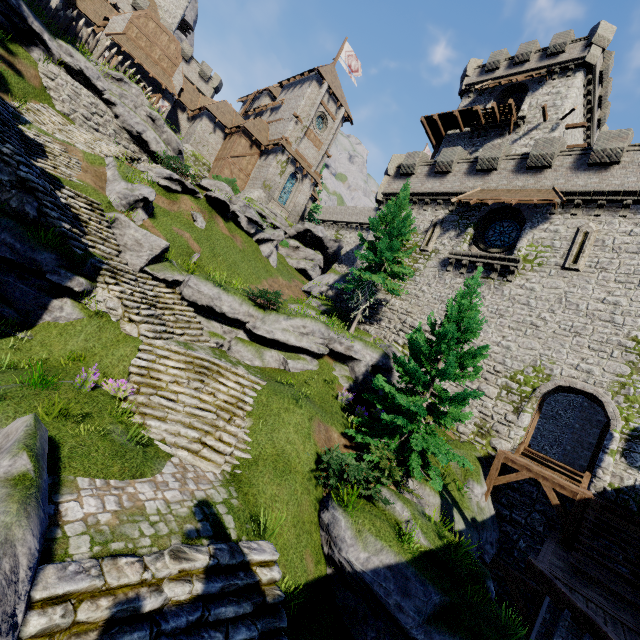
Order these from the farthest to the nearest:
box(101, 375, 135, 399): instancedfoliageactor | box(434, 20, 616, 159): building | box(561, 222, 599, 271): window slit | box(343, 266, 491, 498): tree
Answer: box(434, 20, 616, 159): building → box(561, 222, 599, 271): window slit → box(343, 266, 491, 498): tree → box(101, 375, 135, 399): instancedfoliageactor

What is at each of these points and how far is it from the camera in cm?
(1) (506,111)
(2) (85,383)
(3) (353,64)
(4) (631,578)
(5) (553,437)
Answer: (1) wooden platform, 2717
(2) instancedfoliageactor, 802
(3) flag, 4031
(4) stairs, 898
(5) building tower, 2892

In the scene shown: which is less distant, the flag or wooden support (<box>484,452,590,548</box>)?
wooden support (<box>484,452,590,548</box>)

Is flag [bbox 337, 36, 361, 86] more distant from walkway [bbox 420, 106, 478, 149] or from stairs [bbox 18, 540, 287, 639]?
stairs [bbox 18, 540, 287, 639]

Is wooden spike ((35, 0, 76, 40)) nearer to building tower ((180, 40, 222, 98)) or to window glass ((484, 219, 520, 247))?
building tower ((180, 40, 222, 98))

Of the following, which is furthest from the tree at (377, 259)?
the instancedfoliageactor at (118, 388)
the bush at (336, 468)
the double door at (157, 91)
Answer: the double door at (157, 91)

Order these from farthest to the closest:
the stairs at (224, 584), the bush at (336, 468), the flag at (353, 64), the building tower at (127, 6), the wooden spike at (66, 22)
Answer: the flag at (353, 64) → the building tower at (127, 6) → the wooden spike at (66, 22) → the bush at (336, 468) → the stairs at (224, 584)

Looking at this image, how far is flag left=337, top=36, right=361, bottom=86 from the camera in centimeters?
3888cm
